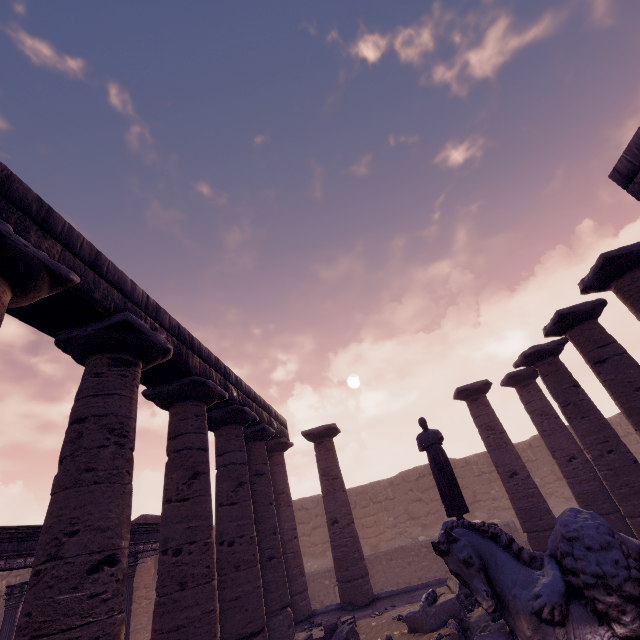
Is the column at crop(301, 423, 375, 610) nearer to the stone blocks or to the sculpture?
the stone blocks

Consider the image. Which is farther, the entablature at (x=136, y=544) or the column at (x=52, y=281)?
the entablature at (x=136, y=544)

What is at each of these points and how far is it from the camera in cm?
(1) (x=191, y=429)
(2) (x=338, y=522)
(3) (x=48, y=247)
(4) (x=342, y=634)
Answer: (1) column, 683
(2) column, 1101
(3) entablature, 423
(4) debris pile, 600

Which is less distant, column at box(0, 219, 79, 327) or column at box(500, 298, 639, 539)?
column at box(0, 219, 79, 327)

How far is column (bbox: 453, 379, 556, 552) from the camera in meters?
9.9 m

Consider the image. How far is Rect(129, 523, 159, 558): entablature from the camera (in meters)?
9.49

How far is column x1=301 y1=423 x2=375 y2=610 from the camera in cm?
995

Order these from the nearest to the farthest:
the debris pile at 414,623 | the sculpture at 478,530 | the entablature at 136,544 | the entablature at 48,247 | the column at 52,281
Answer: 1. the sculpture at 478,530
2. the column at 52,281
3. the entablature at 48,247
4. the debris pile at 414,623
5. the entablature at 136,544
